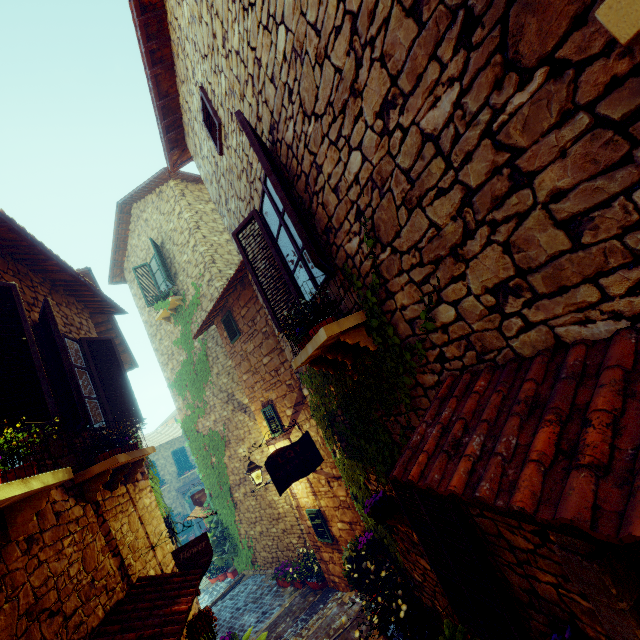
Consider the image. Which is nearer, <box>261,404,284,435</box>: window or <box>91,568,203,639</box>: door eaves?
<box>91,568,203,639</box>: door eaves

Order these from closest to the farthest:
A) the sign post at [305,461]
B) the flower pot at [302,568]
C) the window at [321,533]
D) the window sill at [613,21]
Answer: the window sill at [613,21] < the sign post at [305,461] < the window at [321,533] < the flower pot at [302,568]

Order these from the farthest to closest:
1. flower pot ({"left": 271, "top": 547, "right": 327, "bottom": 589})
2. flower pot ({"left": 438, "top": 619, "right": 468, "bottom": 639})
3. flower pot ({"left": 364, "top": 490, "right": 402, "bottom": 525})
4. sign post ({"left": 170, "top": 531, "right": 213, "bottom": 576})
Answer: flower pot ({"left": 271, "top": 547, "right": 327, "bottom": 589})
sign post ({"left": 170, "top": 531, "right": 213, "bottom": 576})
flower pot ({"left": 364, "top": 490, "right": 402, "bottom": 525})
flower pot ({"left": 438, "top": 619, "right": 468, "bottom": 639})

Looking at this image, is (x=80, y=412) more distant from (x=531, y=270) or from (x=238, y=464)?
(x=238, y=464)

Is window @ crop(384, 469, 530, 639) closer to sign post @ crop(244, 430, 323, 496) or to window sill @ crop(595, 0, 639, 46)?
sign post @ crop(244, 430, 323, 496)

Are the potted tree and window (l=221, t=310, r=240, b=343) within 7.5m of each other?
yes

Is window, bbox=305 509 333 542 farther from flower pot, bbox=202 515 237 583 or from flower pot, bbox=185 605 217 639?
flower pot, bbox=202 515 237 583

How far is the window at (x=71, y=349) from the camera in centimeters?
389cm
